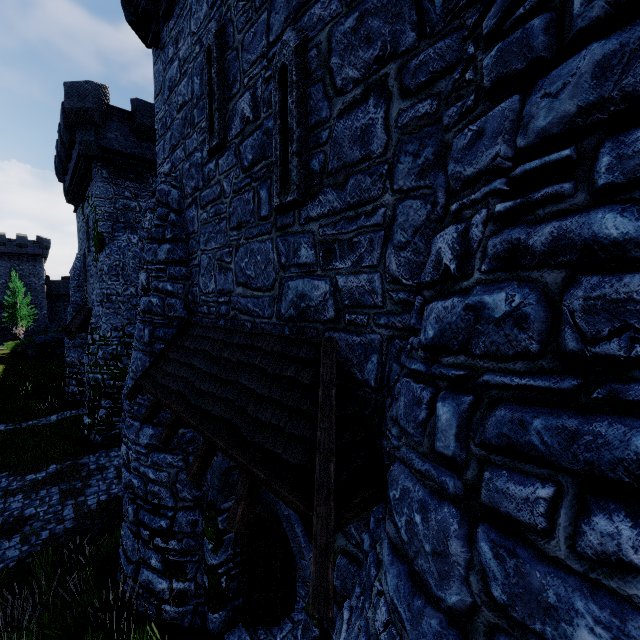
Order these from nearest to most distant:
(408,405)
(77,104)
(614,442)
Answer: (614,442) < (408,405) < (77,104)

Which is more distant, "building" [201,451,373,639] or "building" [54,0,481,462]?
"building" [201,451,373,639]

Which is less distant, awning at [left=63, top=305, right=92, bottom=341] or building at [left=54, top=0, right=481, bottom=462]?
building at [left=54, top=0, right=481, bottom=462]

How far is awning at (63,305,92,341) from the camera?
17.04m

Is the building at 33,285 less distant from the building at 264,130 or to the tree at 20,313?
the tree at 20,313

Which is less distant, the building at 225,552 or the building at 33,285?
the building at 225,552

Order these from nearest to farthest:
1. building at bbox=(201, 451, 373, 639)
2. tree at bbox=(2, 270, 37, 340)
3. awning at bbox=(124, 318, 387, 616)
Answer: awning at bbox=(124, 318, 387, 616)
building at bbox=(201, 451, 373, 639)
tree at bbox=(2, 270, 37, 340)

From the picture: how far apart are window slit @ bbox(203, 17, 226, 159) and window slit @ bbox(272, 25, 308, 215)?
1.3m
